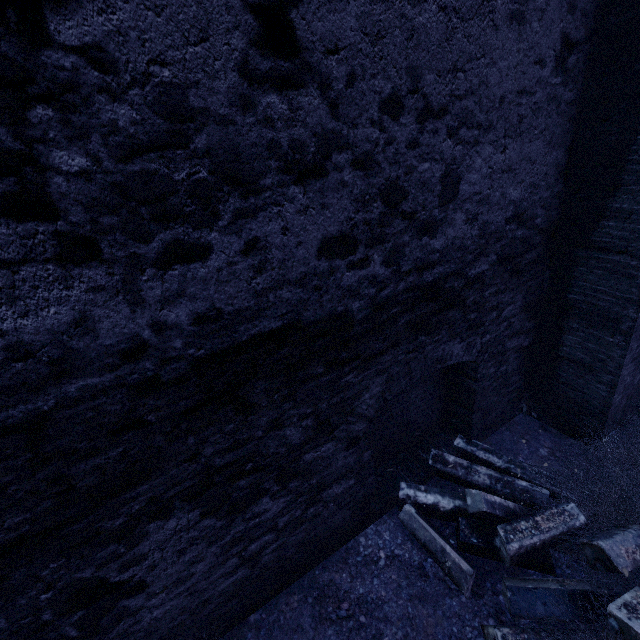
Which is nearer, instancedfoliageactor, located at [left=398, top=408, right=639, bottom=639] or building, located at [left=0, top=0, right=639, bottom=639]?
building, located at [left=0, top=0, right=639, bottom=639]

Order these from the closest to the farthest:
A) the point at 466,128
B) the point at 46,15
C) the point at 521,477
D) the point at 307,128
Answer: the point at 46,15
the point at 307,128
the point at 466,128
the point at 521,477

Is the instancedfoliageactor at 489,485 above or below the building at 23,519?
below

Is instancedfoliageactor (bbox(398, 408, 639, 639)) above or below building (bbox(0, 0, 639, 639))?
below

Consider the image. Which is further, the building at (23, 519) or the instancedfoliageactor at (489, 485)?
the instancedfoliageactor at (489, 485)
